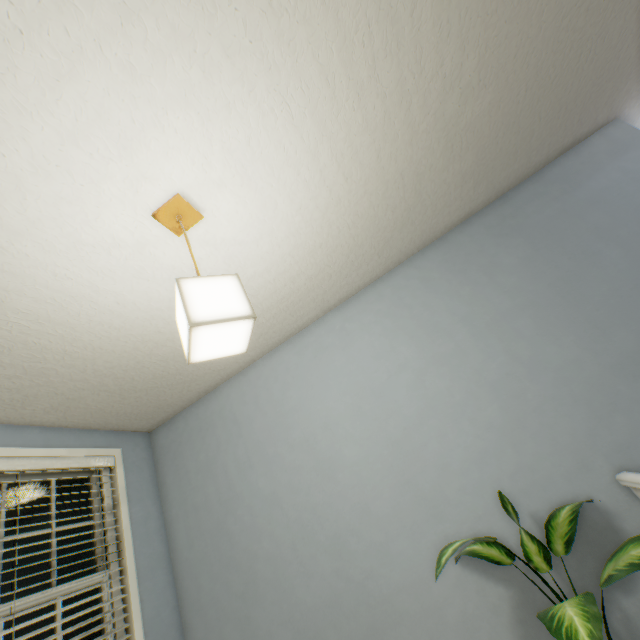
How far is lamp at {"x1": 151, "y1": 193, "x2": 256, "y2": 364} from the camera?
0.95m

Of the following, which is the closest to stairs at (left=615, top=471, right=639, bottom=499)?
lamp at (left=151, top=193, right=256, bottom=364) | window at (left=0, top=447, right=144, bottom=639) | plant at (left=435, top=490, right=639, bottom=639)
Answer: plant at (left=435, top=490, right=639, bottom=639)

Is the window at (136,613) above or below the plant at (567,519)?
above

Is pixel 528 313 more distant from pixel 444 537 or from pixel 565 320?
pixel 444 537

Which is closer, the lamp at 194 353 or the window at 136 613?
the lamp at 194 353

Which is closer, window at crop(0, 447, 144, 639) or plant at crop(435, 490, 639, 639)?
plant at crop(435, 490, 639, 639)

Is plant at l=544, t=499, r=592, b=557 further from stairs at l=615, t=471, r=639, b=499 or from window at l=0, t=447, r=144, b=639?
window at l=0, t=447, r=144, b=639

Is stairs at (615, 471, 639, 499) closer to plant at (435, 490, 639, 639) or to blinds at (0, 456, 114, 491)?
plant at (435, 490, 639, 639)
